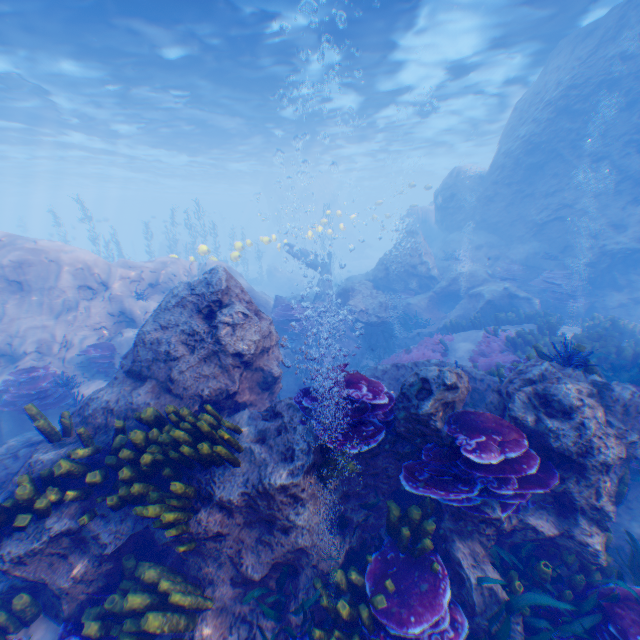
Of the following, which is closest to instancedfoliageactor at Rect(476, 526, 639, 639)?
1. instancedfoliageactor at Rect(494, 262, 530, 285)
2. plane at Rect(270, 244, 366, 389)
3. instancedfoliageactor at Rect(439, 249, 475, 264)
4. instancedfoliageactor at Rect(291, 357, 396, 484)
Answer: plane at Rect(270, 244, 366, 389)

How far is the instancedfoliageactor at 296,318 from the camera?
13.0m

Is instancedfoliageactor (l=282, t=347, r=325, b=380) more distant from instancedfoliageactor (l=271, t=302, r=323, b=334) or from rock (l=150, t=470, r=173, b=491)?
instancedfoliageactor (l=271, t=302, r=323, b=334)

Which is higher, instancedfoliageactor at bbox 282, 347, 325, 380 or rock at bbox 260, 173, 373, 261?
rock at bbox 260, 173, 373, 261

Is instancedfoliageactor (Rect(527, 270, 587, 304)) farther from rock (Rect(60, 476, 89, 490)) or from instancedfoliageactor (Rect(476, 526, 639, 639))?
instancedfoliageactor (Rect(476, 526, 639, 639))

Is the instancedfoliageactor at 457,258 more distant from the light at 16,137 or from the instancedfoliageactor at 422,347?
the instancedfoliageactor at 422,347

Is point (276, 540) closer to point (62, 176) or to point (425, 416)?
point (425, 416)
